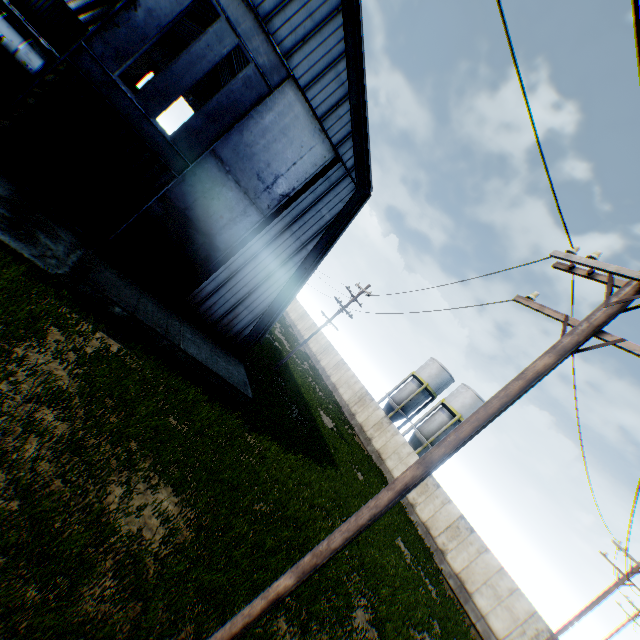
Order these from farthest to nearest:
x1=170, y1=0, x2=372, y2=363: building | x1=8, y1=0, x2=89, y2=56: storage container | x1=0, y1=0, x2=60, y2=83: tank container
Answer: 1. x1=8, y1=0, x2=89, y2=56: storage container
2. x1=0, y1=0, x2=60, y2=83: tank container
3. x1=170, y1=0, x2=372, y2=363: building

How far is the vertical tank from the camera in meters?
35.1

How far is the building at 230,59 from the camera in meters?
32.8

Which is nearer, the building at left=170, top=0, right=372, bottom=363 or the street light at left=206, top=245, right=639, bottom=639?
the street light at left=206, top=245, right=639, bottom=639

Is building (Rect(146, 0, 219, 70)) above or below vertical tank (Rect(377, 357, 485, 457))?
above

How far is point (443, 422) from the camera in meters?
35.8

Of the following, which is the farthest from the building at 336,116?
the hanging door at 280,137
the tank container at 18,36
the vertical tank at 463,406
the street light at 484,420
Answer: the vertical tank at 463,406

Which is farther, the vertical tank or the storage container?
the vertical tank
